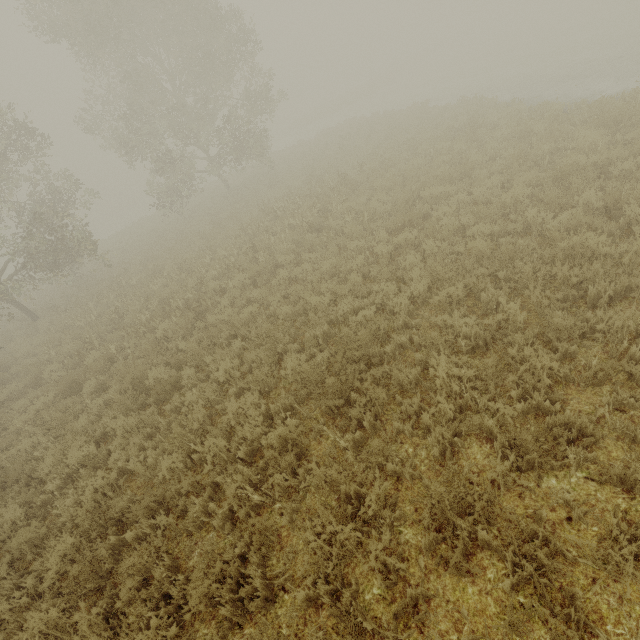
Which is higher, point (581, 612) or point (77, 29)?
point (77, 29)
